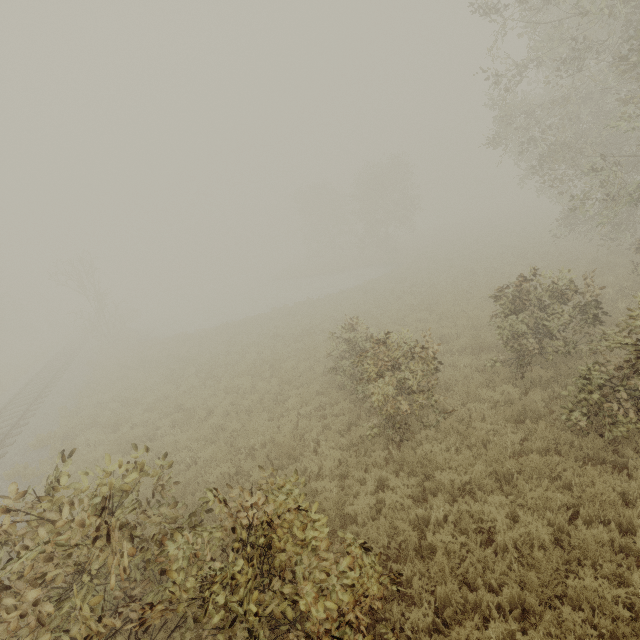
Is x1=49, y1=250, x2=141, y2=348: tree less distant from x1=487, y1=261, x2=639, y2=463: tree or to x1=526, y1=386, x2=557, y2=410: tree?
x1=487, y1=261, x2=639, y2=463: tree

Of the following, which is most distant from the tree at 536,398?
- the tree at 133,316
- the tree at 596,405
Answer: the tree at 133,316

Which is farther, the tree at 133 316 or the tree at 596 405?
the tree at 133 316

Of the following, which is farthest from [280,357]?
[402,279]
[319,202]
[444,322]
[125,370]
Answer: [319,202]

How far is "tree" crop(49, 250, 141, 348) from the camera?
27.8m

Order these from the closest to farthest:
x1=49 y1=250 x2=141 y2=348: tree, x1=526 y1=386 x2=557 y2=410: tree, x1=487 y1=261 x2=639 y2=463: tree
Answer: x1=487 y1=261 x2=639 y2=463: tree
x1=526 y1=386 x2=557 y2=410: tree
x1=49 y1=250 x2=141 y2=348: tree

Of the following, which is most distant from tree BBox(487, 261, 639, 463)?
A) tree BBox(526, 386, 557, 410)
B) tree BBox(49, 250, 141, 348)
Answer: tree BBox(49, 250, 141, 348)
